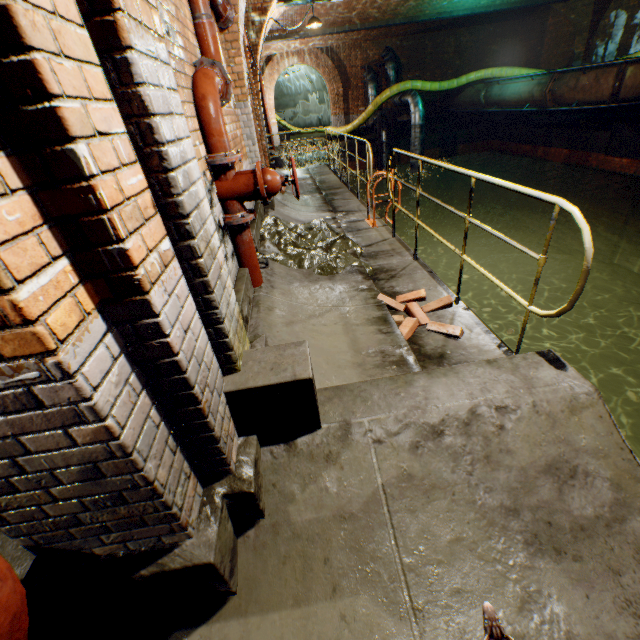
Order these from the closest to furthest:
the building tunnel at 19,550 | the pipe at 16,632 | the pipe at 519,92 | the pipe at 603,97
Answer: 1. the pipe at 16,632
2. the building tunnel at 19,550
3. the pipe at 603,97
4. the pipe at 519,92

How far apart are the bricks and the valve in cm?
151

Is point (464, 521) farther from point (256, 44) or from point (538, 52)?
point (538, 52)

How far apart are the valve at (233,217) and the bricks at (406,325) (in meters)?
1.51

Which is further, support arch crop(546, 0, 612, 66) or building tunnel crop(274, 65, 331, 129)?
building tunnel crop(274, 65, 331, 129)

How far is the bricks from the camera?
3.0m

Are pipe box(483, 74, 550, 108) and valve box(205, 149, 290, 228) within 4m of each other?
no

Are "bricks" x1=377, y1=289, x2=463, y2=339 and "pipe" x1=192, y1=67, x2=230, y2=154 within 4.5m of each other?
yes
